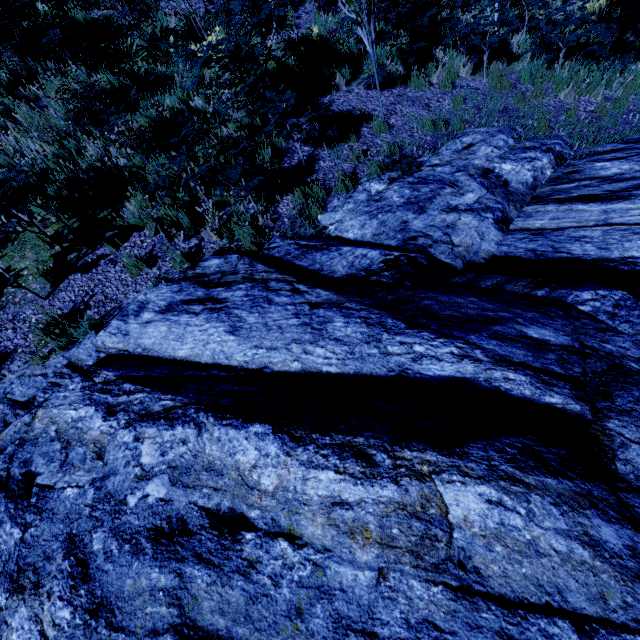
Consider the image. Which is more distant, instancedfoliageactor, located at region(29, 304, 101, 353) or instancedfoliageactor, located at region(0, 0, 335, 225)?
instancedfoliageactor, located at region(0, 0, 335, 225)

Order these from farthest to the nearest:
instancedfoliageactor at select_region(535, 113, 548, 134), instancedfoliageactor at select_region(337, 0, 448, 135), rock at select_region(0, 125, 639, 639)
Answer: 1. instancedfoliageactor at select_region(535, 113, 548, 134)
2. instancedfoliageactor at select_region(337, 0, 448, 135)
3. rock at select_region(0, 125, 639, 639)

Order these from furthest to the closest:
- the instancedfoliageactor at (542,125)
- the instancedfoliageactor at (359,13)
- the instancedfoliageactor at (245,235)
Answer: the instancedfoliageactor at (542,125)
the instancedfoliageactor at (359,13)
the instancedfoliageactor at (245,235)

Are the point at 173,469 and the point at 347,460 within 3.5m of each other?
yes

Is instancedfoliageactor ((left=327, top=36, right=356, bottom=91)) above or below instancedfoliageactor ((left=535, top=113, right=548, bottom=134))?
above

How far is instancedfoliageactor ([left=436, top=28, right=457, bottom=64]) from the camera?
7.2 meters

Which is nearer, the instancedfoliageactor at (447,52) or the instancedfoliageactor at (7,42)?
the instancedfoliageactor at (7,42)
